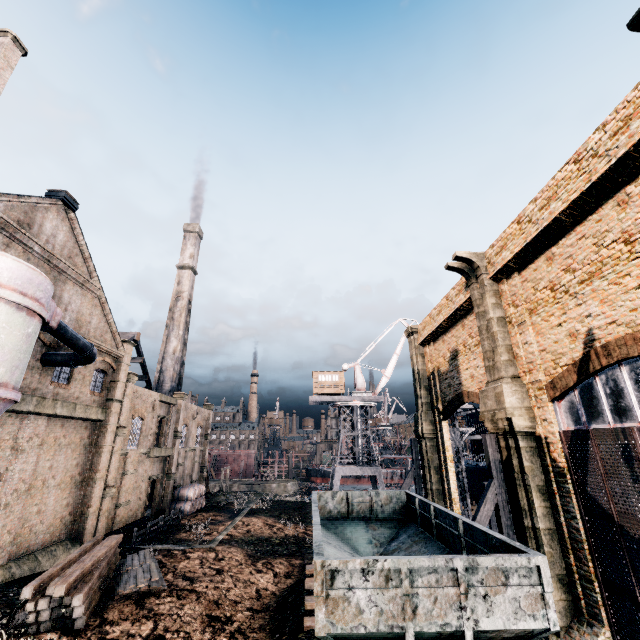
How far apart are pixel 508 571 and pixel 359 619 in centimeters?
336cm

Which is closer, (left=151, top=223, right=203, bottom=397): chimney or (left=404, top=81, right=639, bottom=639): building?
(left=404, top=81, right=639, bottom=639): building

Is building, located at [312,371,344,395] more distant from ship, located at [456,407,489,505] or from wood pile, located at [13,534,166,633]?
wood pile, located at [13,534,166,633]

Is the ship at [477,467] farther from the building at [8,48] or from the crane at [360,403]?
the building at [8,48]

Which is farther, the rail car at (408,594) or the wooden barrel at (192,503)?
the wooden barrel at (192,503)

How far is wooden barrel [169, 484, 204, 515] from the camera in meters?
35.9 m

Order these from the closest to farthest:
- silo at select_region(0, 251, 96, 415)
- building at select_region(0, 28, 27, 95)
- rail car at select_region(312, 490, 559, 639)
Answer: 1. rail car at select_region(312, 490, 559, 639)
2. silo at select_region(0, 251, 96, 415)
3. building at select_region(0, 28, 27, 95)

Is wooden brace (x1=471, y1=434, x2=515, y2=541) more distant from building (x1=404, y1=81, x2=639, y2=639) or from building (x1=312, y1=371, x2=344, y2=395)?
building (x1=312, y1=371, x2=344, y2=395)
